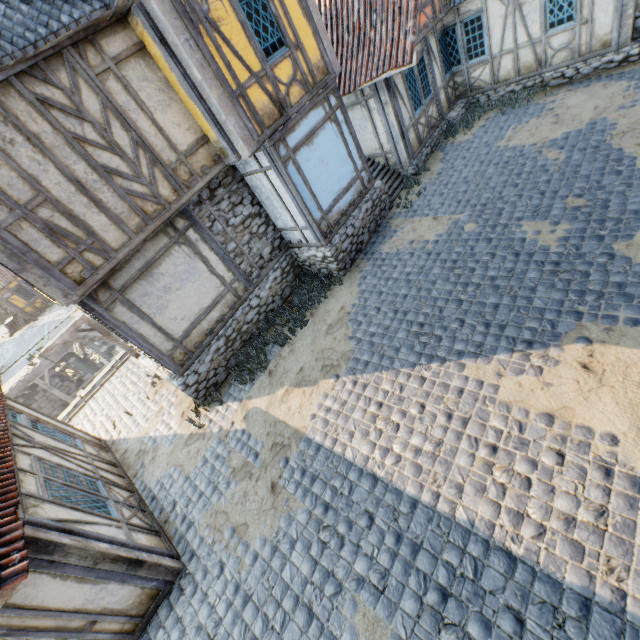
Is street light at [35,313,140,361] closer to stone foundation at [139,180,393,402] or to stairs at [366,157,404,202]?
stone foundation at [139,180,393,402]

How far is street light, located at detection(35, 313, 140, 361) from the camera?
8.4m

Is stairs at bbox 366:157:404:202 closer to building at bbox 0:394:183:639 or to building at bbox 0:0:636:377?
building at bbox 0:0:636:377

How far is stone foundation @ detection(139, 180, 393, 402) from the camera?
8.4 meters

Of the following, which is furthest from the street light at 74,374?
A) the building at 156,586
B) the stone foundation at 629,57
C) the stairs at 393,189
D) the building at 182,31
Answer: the stone foundation at 629,57

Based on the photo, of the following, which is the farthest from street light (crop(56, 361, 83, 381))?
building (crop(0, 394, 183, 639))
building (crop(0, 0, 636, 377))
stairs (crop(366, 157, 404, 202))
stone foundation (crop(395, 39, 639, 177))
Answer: stone foundation (crop(395, 39, 639, 177))

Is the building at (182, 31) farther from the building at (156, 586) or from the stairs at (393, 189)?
the building at (156, 586)

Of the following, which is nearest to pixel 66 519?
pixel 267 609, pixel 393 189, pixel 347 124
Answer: pixel 267 609
